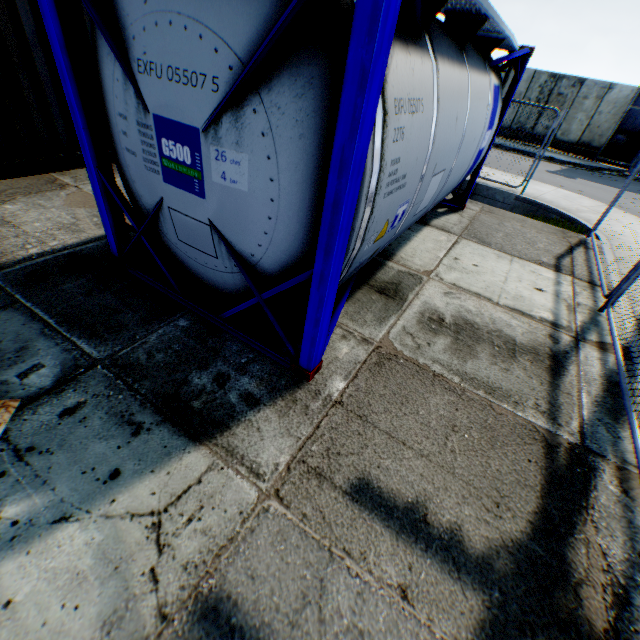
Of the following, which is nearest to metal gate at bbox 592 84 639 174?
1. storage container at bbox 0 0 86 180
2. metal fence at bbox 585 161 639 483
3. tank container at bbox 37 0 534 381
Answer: metal fence at bbox 585 161 639 483

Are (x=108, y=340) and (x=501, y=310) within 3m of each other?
no

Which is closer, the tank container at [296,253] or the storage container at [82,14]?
the tank container at [296,253]

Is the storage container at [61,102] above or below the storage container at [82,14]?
below

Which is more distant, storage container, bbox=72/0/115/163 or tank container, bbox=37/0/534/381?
storage container, bbox=72/0/115/163

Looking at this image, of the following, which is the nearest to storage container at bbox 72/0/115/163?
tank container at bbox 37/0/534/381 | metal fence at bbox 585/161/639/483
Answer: tank container at bbox 37/0/534/381

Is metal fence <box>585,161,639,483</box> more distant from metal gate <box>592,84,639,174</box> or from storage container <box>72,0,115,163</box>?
metal gate <box>592,84,639,174</box>
